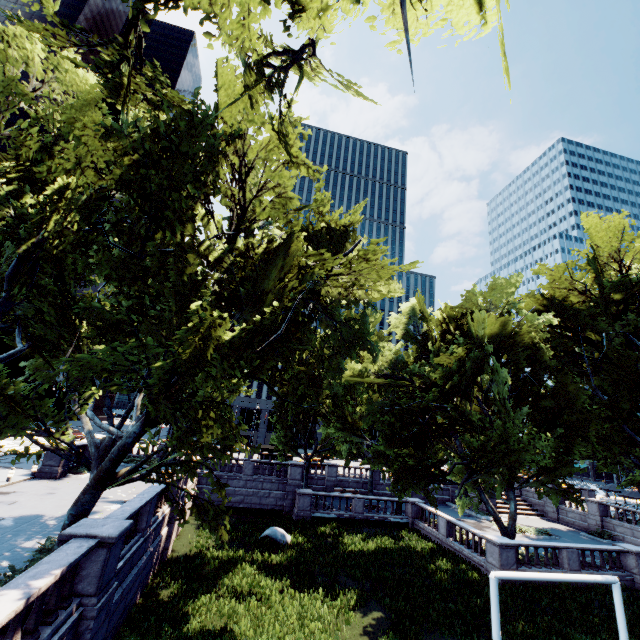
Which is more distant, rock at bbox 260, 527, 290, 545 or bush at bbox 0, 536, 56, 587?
rock at bbox 260, 527, 290, 545

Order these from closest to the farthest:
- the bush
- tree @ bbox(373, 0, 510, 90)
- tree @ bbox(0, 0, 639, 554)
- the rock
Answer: tree @ bbox(373, 0, 510, 90), the bush, tree @ bbox(0, 0, 639, 554), the rock

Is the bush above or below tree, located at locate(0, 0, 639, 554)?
below

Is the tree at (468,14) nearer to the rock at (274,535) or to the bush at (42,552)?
the bush at (42,552)

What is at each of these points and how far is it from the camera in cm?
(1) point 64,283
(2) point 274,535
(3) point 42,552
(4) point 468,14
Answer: (1) tree, 1681
(2) rock, 2123
(3) bush, 1142
(4) tree, 700

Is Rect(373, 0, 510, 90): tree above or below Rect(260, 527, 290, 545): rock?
above

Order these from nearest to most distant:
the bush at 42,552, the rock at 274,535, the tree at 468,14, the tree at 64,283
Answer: the tree at 468,14, the bush at 42,552, the tree at 64,283, the rock at 274,535

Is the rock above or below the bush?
below
